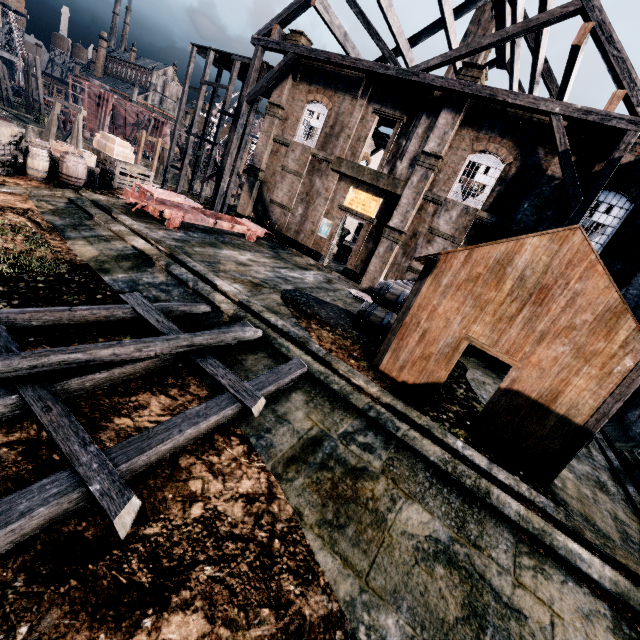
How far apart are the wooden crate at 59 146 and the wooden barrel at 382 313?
16.8 meters

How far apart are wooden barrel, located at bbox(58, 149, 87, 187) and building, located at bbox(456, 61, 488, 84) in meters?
19.8 m

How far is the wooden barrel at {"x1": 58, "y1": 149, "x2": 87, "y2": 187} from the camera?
15.5 meters

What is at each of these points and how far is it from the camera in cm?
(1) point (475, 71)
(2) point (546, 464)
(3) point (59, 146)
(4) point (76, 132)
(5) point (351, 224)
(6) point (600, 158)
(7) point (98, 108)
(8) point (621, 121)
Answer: (1) building, 1680
(2) building, 799
(3) wooden crate, 1644
(4) wooden support structure, 3100
(5) building, 4169
(6) building, 1527
(7) ship construction, 5472
(8) wood roof frame, 1363

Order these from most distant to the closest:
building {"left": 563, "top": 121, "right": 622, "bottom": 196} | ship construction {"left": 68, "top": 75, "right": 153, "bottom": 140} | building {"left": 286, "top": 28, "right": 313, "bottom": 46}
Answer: ship construction {"left": 68, "top": 75, "right": 153, "bottom": 140}, building {"left": 286, "top": 28, "right": 313, "bottom": 46}, building {"left": 563, "top": 121, "right": 622, "bottom": 196}

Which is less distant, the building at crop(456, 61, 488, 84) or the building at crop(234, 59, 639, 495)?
the building at crop(234, 59, 639, 495)

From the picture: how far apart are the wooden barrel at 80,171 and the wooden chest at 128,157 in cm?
349

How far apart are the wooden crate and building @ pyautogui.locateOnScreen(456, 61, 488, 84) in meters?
20.1
